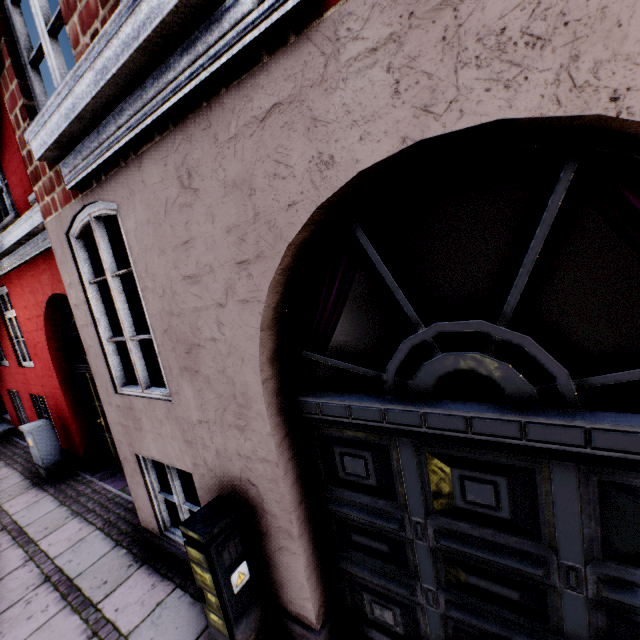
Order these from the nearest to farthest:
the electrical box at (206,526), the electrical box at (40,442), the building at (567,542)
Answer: the building at (567,542), the electrical box at (206,526), the electrical box at (40,442)

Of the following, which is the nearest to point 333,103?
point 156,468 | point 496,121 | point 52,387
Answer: point 496,121

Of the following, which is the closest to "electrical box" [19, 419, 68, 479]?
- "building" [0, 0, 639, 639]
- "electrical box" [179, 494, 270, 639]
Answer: "building" [0, 0, 639, 639]

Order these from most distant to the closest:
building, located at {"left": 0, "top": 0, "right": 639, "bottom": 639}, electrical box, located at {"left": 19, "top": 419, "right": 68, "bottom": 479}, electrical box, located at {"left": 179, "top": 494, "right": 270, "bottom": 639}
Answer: electrical box, located at {"left": 19, "top": 419, "right": 68, "bottom": 479} → electrical box, located at {"left": 179, "top": 494, "right": 270, "bottom": 639} → building, located at {"left": 0, "top": 0, "right": 639, "bottom": 639}

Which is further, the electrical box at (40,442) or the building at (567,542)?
the electrical box at (40,442)

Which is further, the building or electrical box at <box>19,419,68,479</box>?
electrical box at <box>19,419,68,479</box>

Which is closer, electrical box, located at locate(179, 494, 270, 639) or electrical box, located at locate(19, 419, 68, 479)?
electrical box, located at locate(179, 494, 270, 639)
